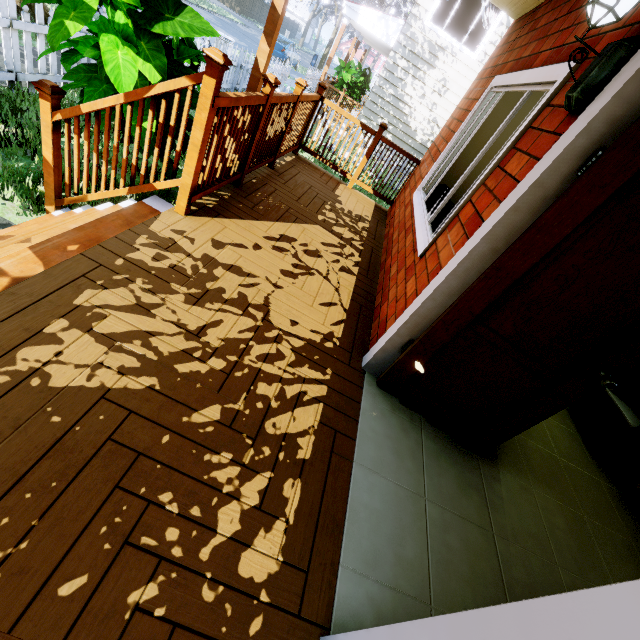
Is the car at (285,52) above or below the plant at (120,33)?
below

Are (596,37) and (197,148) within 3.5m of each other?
yes

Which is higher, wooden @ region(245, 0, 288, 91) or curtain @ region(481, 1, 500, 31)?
curtain @ region(481, 1, 500, 31)

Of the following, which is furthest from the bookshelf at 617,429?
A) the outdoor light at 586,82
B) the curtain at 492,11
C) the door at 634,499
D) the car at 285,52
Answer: the car at 285,52

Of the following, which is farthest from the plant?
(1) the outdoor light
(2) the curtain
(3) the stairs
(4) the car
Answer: (4) the car

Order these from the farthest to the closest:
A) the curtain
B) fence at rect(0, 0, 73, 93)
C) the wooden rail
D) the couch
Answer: the curtain → the couch → fence at rect(0, 0, 73, 93) → the wooden rail

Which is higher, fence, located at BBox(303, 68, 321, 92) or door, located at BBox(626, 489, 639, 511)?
door, located at BBox(626, 489, 639, 511)

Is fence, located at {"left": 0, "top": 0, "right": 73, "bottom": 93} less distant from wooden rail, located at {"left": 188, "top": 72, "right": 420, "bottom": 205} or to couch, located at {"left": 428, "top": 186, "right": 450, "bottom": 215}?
wooden rail, located at {"left": 188, "top": 72, "right": 420, "bottom": 205}
